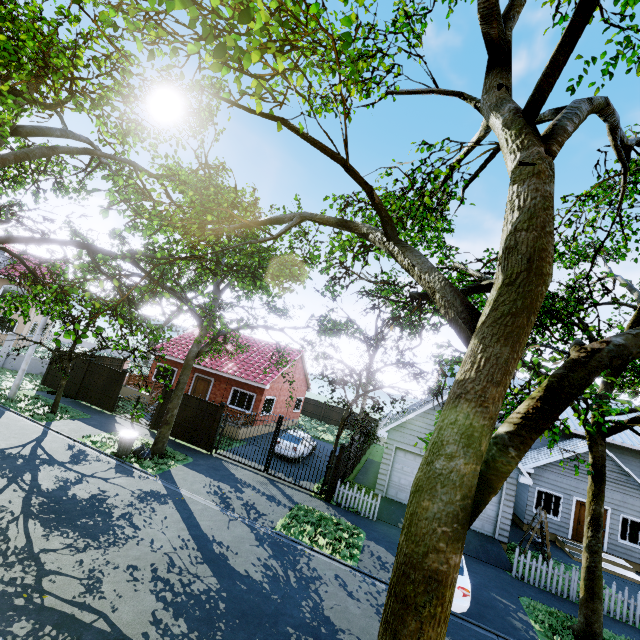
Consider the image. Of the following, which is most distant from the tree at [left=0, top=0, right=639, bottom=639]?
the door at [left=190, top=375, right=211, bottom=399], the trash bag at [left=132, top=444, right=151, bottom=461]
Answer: the door at [left=190, top=375, right=211, bottom=399]

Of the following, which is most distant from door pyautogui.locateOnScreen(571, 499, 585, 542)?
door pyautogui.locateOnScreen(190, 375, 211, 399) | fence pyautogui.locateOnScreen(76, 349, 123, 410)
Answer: door pyautogui.locateOnScreen(190, 375, 211, 399)

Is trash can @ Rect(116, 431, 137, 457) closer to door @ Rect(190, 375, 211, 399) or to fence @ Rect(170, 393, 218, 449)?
fence @ Rect(170, 393, 218, 449)

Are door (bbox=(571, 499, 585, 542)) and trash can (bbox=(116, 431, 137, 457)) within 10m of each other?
no

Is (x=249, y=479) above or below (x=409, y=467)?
below

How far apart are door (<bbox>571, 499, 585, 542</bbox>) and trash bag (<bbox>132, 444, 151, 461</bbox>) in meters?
22.1 m

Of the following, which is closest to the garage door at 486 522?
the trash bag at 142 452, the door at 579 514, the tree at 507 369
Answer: the tree at 507 369

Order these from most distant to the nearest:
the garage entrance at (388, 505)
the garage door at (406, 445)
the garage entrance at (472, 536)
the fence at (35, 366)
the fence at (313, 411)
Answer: the fence at (313, 411)
the fence at (35, 366)
the garage door at (406, 445)
the garage entrance at (388, 505)
the garage entrance at (472, 536)
